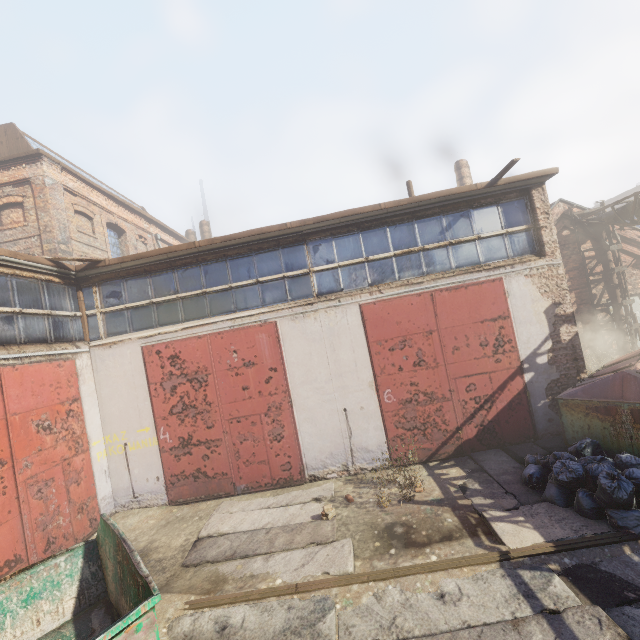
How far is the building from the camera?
20.7m

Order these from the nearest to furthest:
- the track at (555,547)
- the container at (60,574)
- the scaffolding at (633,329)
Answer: the container at (60,574), the track at (555,547), the scaffolding at (633,329)

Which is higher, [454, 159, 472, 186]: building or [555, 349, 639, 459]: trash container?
[454, 159, 472, 186]: building

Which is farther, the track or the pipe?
the pipe

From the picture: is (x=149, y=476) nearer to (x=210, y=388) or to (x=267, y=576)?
(x=210, y=388)

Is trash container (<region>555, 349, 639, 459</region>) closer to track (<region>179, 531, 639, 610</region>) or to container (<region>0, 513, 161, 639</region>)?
track (<region>179, 531, 639, 610</region>)

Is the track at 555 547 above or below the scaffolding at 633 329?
below

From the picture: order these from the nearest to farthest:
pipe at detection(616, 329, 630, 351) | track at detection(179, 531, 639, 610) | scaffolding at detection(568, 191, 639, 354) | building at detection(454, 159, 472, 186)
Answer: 1. track at detection(179, 531, 639, 610)
2. scaffolding at detection(568, 191, 639, 354)
3. pipe at detection(616, 329, 630, 351)
4. building at detection(454, 159, 472, 186)
